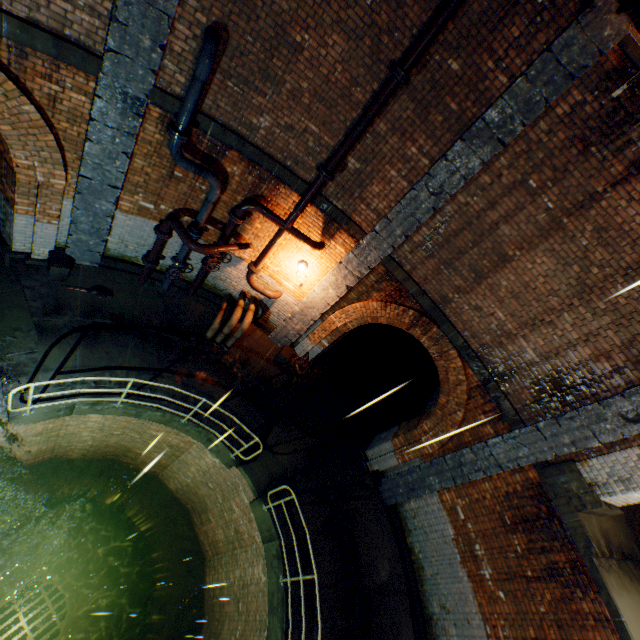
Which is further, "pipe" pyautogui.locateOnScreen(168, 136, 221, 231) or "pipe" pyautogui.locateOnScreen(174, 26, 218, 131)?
"pipe" pyautogui.locateOnScreen(168, 136, 221, 231)

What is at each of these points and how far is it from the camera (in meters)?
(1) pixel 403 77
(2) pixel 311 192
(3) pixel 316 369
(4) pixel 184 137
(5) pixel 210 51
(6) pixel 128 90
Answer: (1) pipe end, 5.17
(2) pipe, 6.66
(3) brick pile, 10.66
(4) pipe end, 5.58
(5) pipe, 4.82
(6) support column, 5.09

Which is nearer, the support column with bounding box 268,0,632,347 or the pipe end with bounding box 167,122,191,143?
the support column with bounding box 268,0,632,347

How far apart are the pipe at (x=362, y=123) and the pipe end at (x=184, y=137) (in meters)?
2.52

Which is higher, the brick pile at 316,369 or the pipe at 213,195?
the pipe at 213,195

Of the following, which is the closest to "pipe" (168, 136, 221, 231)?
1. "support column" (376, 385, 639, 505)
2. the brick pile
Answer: the brick pile

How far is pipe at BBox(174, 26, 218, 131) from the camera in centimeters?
481cm

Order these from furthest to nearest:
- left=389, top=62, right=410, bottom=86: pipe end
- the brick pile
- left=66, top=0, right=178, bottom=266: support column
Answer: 1. the brick pile
2. left=389, top=62, right=410, bottom=86: pipe end
3. left=66, top=0, right=178, bottom=266: support column
